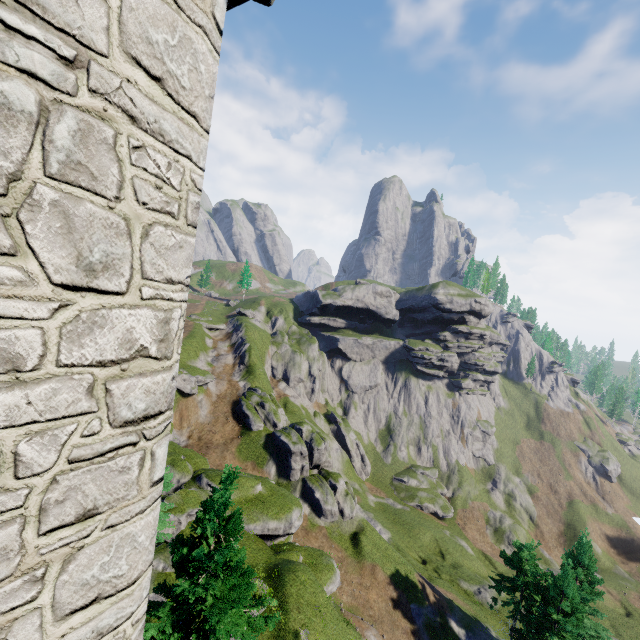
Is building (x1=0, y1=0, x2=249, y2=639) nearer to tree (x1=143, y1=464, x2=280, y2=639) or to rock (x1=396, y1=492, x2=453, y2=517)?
tree (x1=143, y1=464, x2=280, y2=639)

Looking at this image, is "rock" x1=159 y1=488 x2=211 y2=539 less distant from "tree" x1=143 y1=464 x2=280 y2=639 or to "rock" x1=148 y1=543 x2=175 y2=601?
"rock" x1=148 y1=543 x2=175 y2=601

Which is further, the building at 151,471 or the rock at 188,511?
the rock at 188,511

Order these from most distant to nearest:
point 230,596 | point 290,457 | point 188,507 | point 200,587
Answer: point 290,457 < point 188,507 < point 230,596 < point 200,587

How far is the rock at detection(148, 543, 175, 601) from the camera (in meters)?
18.38

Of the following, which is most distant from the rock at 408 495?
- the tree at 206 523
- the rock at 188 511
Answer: the tree at 206 523

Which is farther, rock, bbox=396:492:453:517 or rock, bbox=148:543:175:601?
rock, bbox=396:492:453:517

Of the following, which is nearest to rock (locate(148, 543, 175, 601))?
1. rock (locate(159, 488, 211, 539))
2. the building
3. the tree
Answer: rock (locate(159, 488, 211, 539))
